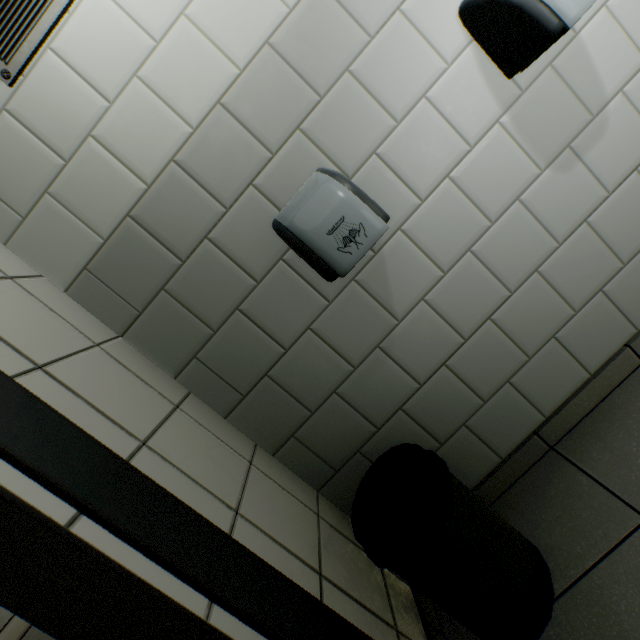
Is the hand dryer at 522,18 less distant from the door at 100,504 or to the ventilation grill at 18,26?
the ventilation grill at 18,26

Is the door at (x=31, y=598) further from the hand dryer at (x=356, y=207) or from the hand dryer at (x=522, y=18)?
the hand dryer at (x=522, y=18)

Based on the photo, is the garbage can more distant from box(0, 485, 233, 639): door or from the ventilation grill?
the ventilation grill

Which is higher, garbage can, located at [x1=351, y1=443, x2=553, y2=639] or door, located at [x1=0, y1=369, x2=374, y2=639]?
door, located at [x1=0, y1=369, x2=374, y2=639]

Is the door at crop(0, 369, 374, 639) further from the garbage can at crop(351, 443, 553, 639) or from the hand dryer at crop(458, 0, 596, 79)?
the hand dryer at crop(458, 0, 596, 79)

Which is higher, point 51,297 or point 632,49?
point 51,297

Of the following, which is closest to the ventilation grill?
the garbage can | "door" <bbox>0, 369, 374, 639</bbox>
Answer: "door" <bbox>0, 369, 374, 639</bbox>

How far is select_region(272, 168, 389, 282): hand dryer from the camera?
1.0 meters
